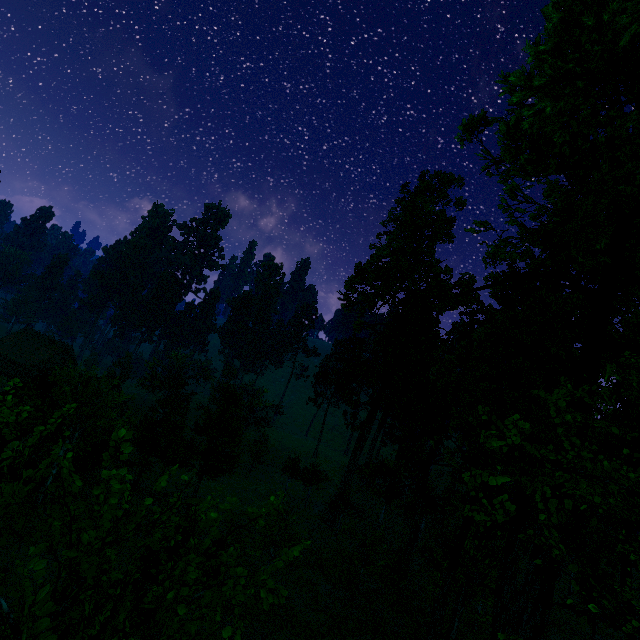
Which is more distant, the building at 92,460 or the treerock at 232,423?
the building at 92,460

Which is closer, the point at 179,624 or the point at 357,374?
the point at 179,624

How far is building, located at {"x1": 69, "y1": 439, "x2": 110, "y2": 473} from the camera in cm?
2823

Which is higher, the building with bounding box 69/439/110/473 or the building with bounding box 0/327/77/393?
the building with bounding box 0/327/77/393

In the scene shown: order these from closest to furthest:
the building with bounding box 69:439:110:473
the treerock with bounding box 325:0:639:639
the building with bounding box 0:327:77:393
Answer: the treerock with bounding box 325:0:639:639, the building with bounding box 0:327:77:393, the building with bounding box 69:439:110:473

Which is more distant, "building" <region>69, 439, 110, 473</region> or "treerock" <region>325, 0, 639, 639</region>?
"building" <region>69, 439, 110, 473</region>

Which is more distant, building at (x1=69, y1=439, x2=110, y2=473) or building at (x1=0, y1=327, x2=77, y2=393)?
building at (x1=69, y1=439, x2=110, y2=473)

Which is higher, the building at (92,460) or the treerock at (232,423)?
the treerock at (232,423)
